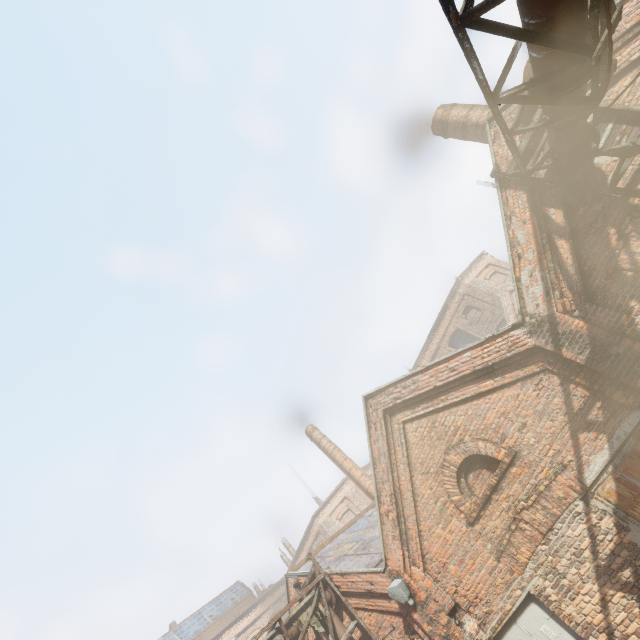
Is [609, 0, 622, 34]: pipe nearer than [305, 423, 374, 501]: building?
Yes

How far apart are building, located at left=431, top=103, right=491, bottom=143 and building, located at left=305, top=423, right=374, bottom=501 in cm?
1502

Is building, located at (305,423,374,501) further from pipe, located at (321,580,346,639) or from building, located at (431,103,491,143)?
building, located at (431,103,491,143)

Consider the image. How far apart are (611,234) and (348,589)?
10.4 meters

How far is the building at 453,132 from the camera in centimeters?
903cm

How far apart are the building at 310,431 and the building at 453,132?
15.0 meters

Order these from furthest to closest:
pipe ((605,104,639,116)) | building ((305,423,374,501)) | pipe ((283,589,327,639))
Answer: building ((305,423,374,501)) → pipe ((283,589,327,639)) → pipe ((605,104,639,116))
